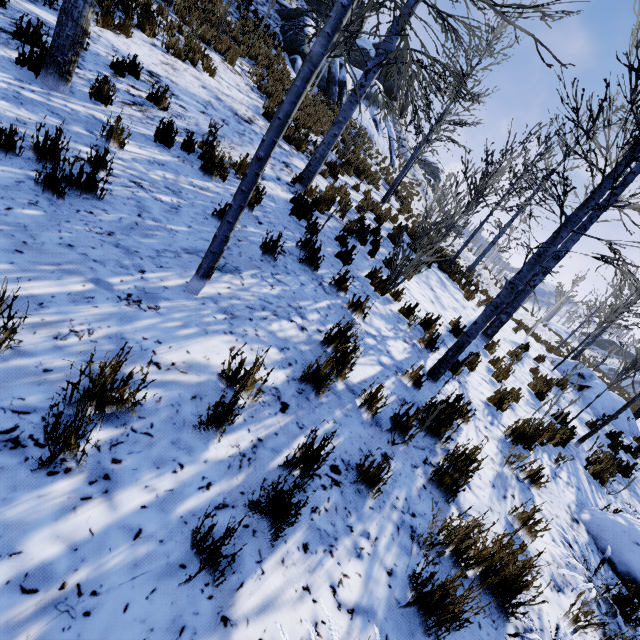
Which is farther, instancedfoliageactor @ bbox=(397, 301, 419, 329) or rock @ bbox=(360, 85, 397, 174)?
rock @ bbox=(360, 85, 397, 174)

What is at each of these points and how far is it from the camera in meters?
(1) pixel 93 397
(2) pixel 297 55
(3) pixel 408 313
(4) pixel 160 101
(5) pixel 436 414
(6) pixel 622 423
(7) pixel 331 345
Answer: (1) instancedfoliageactor, 1.7 m
(2) rock, 17.1 m
(3) instancedfoliageactor, 5.5 m
(4) instancedfoliageactor, 5.2 m
(5) instancedfoliageactor, 3.3 m
(6) rock, 10.5 m
(7) instancedfoliageactor, 3.5 m

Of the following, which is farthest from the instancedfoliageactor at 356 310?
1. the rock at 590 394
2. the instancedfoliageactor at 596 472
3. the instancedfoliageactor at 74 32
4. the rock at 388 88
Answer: the rock at 388 88

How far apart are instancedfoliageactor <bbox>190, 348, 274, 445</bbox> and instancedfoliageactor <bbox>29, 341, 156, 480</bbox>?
0.57m

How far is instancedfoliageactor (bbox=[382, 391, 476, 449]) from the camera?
2.8 meters

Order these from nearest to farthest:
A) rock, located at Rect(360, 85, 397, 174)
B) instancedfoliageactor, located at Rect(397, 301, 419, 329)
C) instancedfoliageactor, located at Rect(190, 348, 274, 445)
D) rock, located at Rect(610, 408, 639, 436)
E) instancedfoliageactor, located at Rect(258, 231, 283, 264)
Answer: instancedfoliageactor, located at Rect(190, 348, 274, 445) → instancedfoliageactor, located at Rect(258, 231, 283, 264) → instancedfoliageactor, located at Rect(397, 301, 419, 329) → rock, located at Rect(610, 408, 639, 436) → rock, located at Rect(360, 85, 397, 174)

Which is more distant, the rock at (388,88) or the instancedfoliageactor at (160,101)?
the rock at (388,88)

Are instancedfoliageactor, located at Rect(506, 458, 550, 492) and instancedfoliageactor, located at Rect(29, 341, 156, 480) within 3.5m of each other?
no
